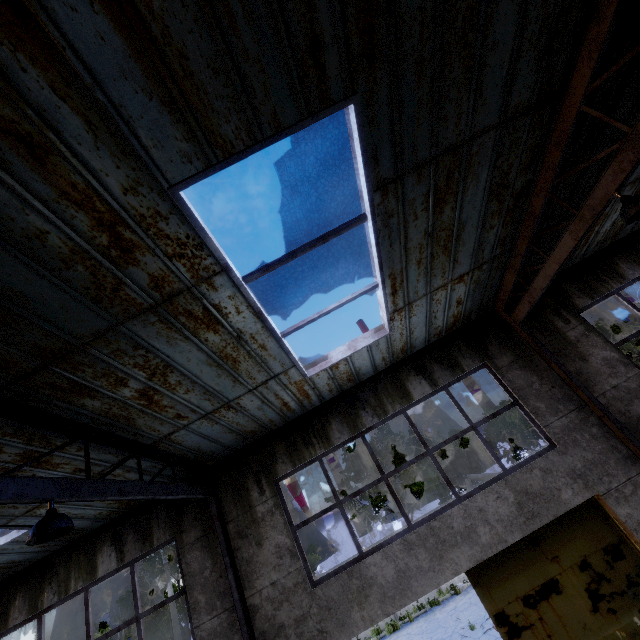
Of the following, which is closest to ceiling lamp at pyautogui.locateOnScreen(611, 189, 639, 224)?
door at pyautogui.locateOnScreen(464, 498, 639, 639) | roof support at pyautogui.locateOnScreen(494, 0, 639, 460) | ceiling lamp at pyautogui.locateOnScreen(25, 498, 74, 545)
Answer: roof support at pyautogui.locateOnScreen(494, 0, 639, 460)

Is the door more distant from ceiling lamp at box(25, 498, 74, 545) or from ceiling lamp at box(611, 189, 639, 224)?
ceiling lamp at box(25, 498, 74, 545)

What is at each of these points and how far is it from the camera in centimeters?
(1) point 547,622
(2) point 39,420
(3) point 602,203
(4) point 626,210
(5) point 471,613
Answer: (1) door, 544cm
(2) roof support, 414cm
(3) roof support, 434cm
(4) ceiling lamp, 398cm
(5) asphalt debris, 1440cm

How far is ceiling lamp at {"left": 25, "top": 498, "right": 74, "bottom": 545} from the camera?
3.5 meters

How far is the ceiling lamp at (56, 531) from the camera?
3.5 meters

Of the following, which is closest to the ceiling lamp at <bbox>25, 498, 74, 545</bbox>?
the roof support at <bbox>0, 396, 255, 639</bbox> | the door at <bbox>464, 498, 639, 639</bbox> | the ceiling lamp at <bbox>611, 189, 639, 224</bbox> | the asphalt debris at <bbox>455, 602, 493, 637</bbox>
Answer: the roof support at <bbox>0, 396, 255, 639</bbox>

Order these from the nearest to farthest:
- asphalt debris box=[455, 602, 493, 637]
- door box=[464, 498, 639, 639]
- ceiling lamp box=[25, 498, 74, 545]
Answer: ceiling lamp box=[25, 498, 74, 545], door box=[464, 498, 639, 639], asphalt debris box=[455, 602, 493, 637]

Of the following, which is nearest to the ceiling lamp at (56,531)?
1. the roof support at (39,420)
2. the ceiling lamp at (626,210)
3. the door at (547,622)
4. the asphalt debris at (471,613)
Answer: the roof support at (39,420)
